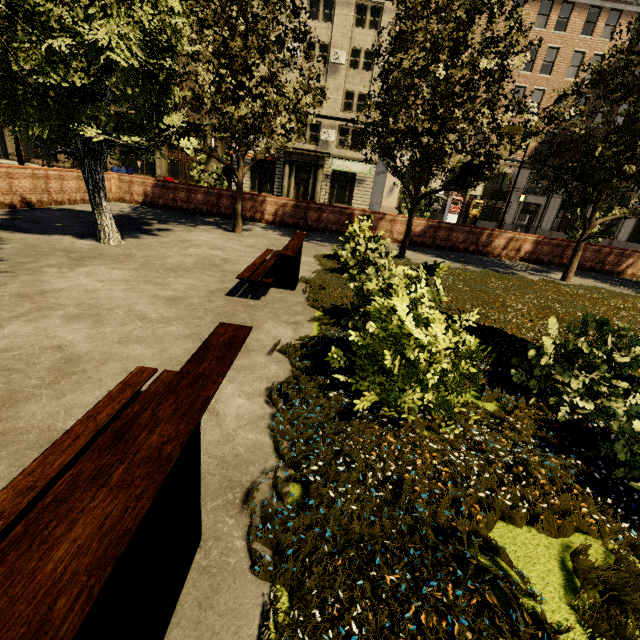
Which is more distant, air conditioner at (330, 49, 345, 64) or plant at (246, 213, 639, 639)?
air conditioner at (330, 49, 345, 64)

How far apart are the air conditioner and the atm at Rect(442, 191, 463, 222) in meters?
14.9 m

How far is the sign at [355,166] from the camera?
31.1 meters

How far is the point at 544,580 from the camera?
1.90m

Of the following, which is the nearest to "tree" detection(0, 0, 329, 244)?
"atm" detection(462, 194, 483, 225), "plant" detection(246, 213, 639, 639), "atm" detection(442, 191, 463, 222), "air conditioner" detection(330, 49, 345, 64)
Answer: "plant" detection(246, 213, 639, 639)

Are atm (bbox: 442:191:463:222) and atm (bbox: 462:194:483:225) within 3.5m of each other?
yes

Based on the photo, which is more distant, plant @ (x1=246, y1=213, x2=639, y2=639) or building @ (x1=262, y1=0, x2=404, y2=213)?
building @ (x1=262, y1=0, x2=404, y2=213)

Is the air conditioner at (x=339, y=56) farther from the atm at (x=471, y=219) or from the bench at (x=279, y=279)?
the bench at (x=279, y=279)
